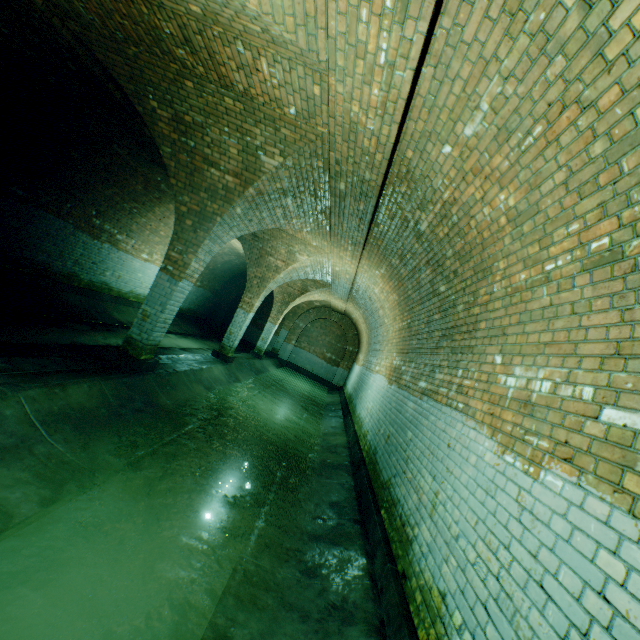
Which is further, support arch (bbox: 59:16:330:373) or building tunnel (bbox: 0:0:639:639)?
support arch (bbox: 59:16:330:373)

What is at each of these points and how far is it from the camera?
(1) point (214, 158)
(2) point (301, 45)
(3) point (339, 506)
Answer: (1) support arch, 5.23m
(2) support arch, 2.98m
(3) building tunnel, 4.74m

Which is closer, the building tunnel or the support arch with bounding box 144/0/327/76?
the building tunnel

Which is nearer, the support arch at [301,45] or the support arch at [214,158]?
the support arch at [301,45]

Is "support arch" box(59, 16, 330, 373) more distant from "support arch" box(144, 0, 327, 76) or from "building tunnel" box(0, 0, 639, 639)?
"support arch" box(144, 0, 327, 76)

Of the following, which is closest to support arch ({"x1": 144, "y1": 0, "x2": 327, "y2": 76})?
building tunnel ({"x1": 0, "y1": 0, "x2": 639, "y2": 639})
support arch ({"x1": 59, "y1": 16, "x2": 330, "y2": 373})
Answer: building tunnel ({"x1": 0, "y1": 0, "x2": 639, "y2": 639})

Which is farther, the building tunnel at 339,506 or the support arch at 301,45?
the support arch at 301,45
